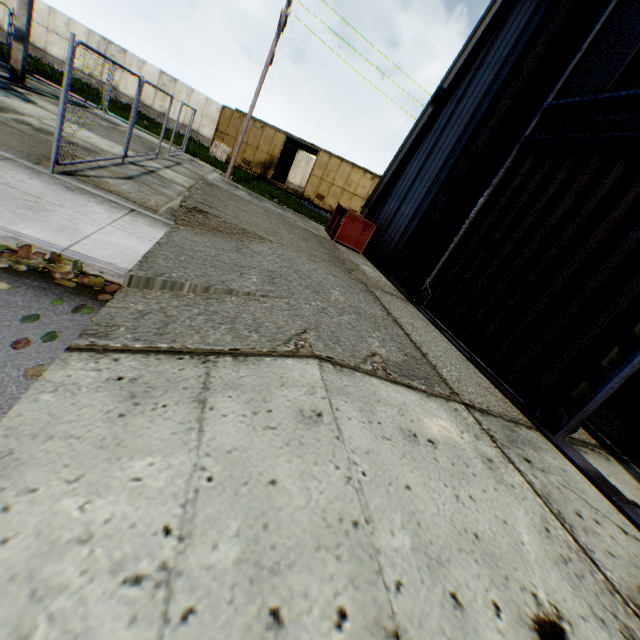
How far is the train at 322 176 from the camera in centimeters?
2217cm

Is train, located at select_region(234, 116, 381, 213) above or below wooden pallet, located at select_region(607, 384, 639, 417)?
above

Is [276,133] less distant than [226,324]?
No

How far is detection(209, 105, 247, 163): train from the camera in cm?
2264

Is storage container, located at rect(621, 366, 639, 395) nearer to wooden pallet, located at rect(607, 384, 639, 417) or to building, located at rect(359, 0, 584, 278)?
wooden pallet, located at rect(607, 384, 639, 417)

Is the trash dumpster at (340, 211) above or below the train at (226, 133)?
below

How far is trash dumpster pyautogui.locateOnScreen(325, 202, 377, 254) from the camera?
11.32m
